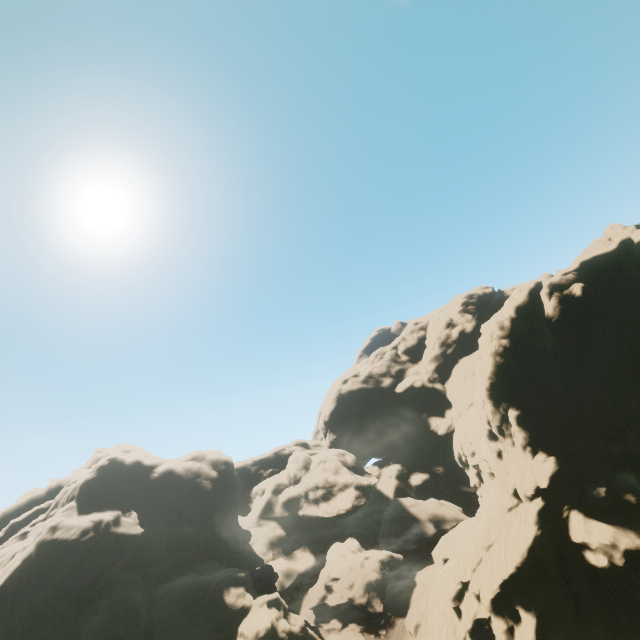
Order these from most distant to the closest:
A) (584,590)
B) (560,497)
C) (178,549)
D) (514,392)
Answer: (178,549)
(514,392)
(560,497)
(584,590)

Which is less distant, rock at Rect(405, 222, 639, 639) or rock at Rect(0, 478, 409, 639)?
rock at Rect(405, 222, 639, 639)

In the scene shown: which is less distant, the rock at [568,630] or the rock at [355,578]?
the rock at [568,630]
